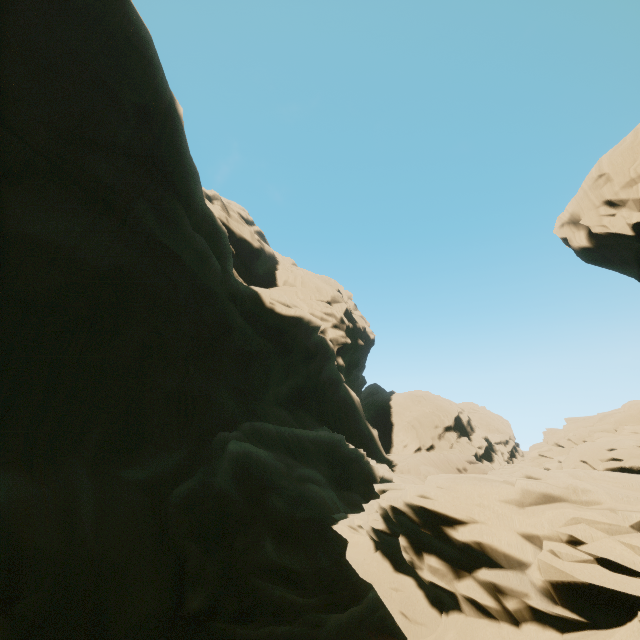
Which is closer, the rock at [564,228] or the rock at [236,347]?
the rock at [236,347]

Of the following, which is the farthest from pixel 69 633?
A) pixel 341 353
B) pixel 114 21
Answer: pixel 341 353

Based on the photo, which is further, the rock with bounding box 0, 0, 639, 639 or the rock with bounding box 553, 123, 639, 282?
the rock with bounding box 553, 123, 639, 282
